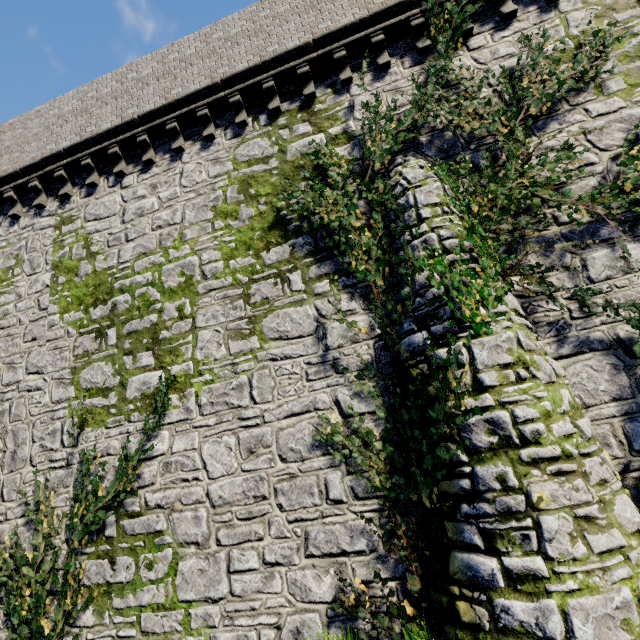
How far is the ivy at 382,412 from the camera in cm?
496

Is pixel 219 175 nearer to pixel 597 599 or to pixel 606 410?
pixel 606 410

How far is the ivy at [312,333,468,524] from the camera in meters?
5.0

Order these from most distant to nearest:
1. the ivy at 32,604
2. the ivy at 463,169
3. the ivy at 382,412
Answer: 1. the ivy at 32,604
2. the ivy at 463,169
3. the ivy at 382,412

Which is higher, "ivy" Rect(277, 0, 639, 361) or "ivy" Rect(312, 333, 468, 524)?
"ivy" Rect(277, 0, 639, 361)

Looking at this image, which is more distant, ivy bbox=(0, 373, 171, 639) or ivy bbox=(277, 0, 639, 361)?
ivy bbox=(0, 373, 171, 639)

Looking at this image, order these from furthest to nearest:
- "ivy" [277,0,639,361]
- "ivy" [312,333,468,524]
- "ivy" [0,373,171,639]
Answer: "ivy" [0,373,171,639] < "ivy" [277,0,639,361] < "ivy" [312,333,468,524]
